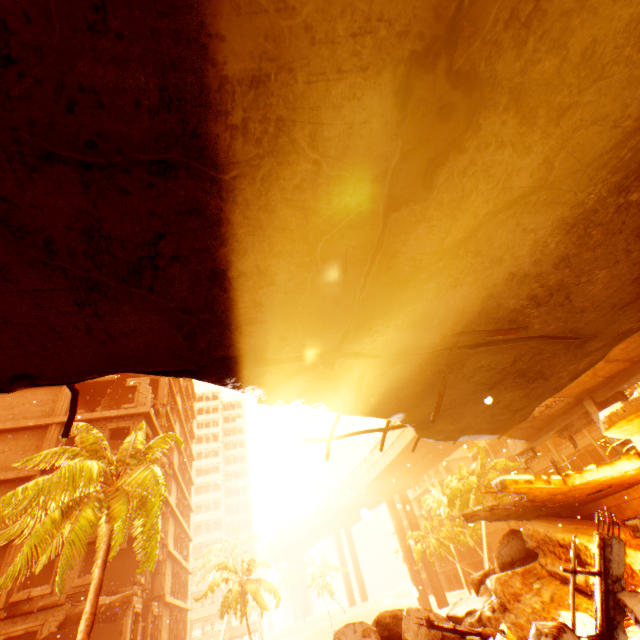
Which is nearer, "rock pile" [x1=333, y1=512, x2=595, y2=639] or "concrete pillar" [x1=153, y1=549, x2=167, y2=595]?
"rock pile" [x1=333, y1=512, x2=595, y2=639]

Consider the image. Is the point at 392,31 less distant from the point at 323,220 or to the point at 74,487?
the point at 323,220

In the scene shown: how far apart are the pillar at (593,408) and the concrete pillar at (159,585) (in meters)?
28.64

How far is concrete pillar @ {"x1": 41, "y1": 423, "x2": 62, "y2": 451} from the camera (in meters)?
19.20

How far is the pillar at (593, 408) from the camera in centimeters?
1184cm

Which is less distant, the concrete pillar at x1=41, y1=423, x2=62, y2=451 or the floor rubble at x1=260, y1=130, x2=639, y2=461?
the floor rubble at x1=260, y1=130, x2=639, y2=461

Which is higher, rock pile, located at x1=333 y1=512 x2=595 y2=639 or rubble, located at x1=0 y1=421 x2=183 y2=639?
rubble, located at x1=0 y1=421 x2=183 y2=639

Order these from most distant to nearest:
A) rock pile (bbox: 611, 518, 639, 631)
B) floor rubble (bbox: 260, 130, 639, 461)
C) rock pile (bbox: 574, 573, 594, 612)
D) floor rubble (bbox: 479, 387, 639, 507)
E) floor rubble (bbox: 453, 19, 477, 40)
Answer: rock pile (bbox: 574, 573, 594, 612)
floor rubble (bbox: 479, 387, 639, 507)
rock pile (bbox: 611, 518, 639, 631)
floor rubble (bbox: 260, 130, 639, 461)
floor rubble (bbox: 453, 19, 477, 40)
